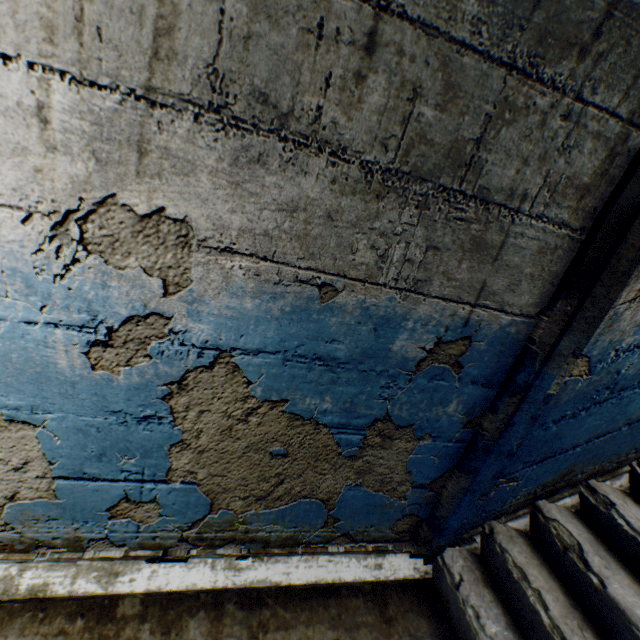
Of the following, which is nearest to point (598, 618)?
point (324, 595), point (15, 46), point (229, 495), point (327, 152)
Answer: point (324, 595)
